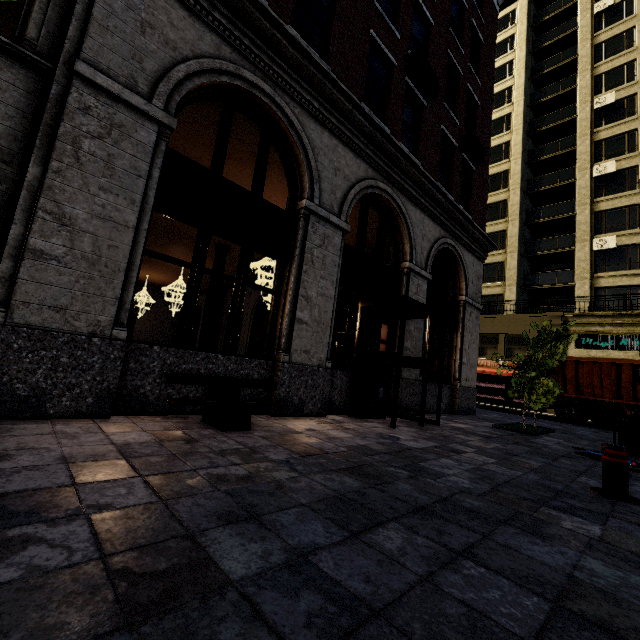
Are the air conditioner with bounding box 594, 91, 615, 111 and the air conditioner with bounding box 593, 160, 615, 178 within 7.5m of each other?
yes

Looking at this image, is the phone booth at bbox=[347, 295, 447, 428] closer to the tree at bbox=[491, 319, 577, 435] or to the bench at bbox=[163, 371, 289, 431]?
the bench at bbox=[163, 371, 289, 431]

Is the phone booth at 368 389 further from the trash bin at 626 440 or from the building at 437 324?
the trash bin at 626 440

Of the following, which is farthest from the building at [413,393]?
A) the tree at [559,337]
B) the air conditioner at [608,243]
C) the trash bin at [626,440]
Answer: the trash bin at [626,440]

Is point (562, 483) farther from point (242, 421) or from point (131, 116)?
point (131, 116)

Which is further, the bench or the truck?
the truck

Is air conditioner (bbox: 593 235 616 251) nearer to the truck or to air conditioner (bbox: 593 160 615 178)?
air conditioner (bbox: 593 160 615 178)

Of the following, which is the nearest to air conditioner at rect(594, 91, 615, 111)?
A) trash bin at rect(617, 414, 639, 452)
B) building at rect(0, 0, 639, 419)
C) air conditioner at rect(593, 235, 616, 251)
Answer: building at rect(0, 0, 639, 419)
